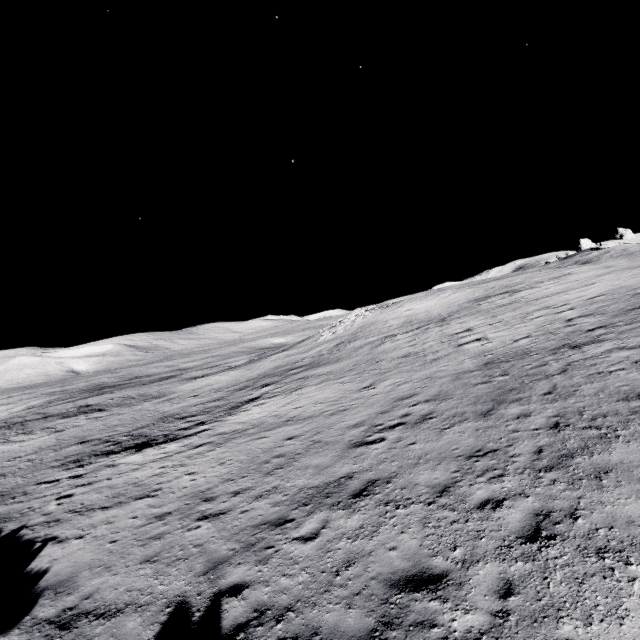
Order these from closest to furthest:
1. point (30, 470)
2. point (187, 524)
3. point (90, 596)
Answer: point (90, 596) → point (187, 524) → point (30, 470)
